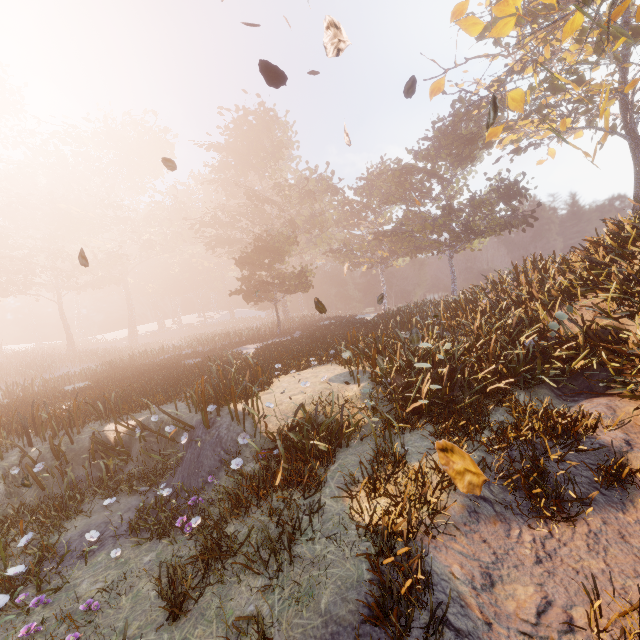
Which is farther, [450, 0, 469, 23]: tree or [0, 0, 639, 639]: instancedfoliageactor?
[450, 0, 469, 23]: tree

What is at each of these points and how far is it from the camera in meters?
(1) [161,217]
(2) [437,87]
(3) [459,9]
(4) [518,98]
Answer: (1) instancedfoliageactor, 48.0
(2) tree, 9.9
(3) tree, 8.6
(4) tree, 9.2

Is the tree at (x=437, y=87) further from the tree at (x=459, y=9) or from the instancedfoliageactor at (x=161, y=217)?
the instancedfoliageactor at (x=161, y=217)

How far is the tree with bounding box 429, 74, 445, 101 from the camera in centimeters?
977cm

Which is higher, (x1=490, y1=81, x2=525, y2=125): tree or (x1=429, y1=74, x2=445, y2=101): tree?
(x1=429, y1=74, x2=445, y2=101): tree

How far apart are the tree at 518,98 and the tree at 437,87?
1.76m

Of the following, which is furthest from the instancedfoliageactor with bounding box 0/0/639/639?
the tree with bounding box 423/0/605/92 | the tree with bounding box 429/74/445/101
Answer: the tree with bounding box 423/0/605/92

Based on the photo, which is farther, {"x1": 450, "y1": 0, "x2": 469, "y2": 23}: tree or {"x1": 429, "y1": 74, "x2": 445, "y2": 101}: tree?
{"x1": 429, "y1": 74, "x2": 445, "y2": 101}: tree
